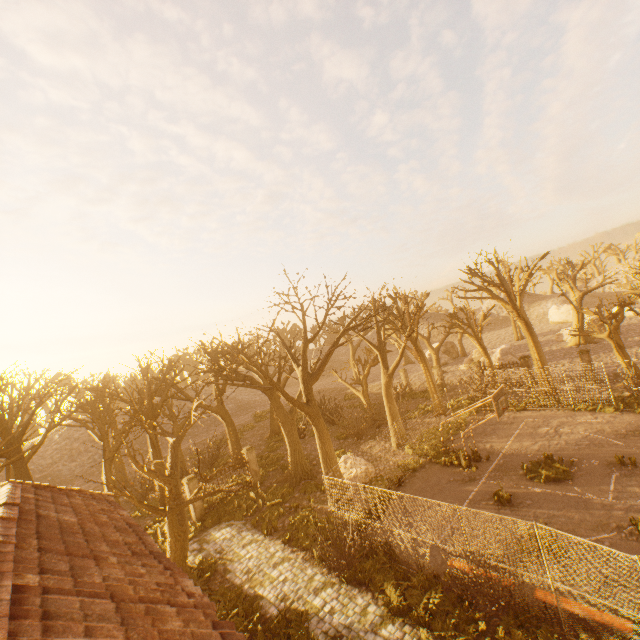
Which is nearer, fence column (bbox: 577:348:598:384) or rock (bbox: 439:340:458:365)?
fence column (bbox: 577:348:598:384)

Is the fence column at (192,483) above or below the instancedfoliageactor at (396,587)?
above

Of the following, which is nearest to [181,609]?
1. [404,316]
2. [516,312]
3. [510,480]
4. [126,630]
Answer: [126,630]

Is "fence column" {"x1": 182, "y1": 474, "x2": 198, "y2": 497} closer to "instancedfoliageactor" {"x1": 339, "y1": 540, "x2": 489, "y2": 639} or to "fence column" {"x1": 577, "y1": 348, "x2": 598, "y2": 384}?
"instancedfoliageactor" {"x1": 339, "y1": 540, "x2": 489, "y2": 639}

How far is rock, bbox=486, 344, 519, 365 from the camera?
34.7m

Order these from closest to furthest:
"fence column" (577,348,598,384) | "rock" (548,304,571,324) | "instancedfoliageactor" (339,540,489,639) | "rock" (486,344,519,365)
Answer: "instancedfoliageactor" (339,540,489,639) < "fence column" (577,348,598,384) < "rock" (486,344,519,365) < "rock" (548,304,571,324)

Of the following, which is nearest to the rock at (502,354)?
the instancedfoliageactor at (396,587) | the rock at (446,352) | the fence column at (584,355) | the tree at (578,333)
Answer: the tree at (578,333)

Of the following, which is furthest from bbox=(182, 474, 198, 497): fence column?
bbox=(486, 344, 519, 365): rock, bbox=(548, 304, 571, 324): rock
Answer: bbox=(548, 304, 571, 324): rock
